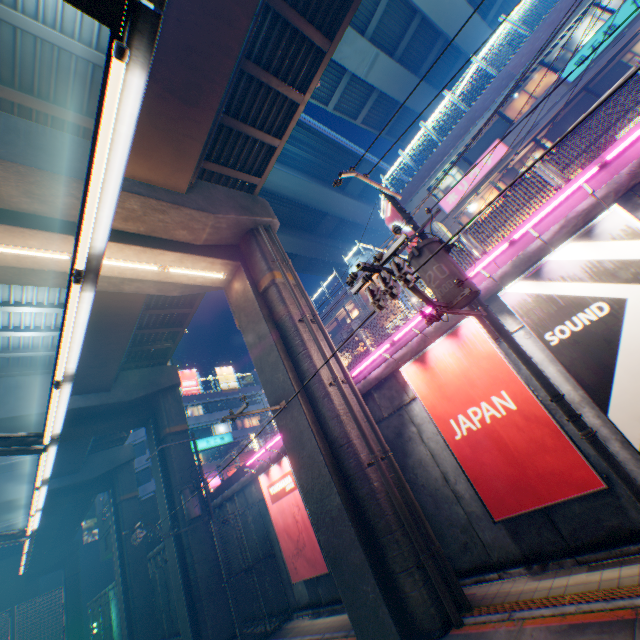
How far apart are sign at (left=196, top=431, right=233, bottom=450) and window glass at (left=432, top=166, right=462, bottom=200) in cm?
3577

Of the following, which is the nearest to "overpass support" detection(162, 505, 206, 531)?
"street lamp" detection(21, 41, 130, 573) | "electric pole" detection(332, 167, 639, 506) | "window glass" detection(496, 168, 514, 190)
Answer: "electric pole" detection(332, 167, 639, 506)

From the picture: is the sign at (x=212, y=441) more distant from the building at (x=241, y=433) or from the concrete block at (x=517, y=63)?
the concrete block at (x=517, y=63)

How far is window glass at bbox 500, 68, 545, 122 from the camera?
17.8 meters

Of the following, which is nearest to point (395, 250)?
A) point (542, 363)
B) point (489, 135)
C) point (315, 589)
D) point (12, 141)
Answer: point (542, 363)

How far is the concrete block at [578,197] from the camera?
7.6m

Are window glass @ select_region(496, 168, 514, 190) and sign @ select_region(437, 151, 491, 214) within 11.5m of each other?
yes

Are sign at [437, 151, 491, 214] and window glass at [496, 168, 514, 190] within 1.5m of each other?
yes
